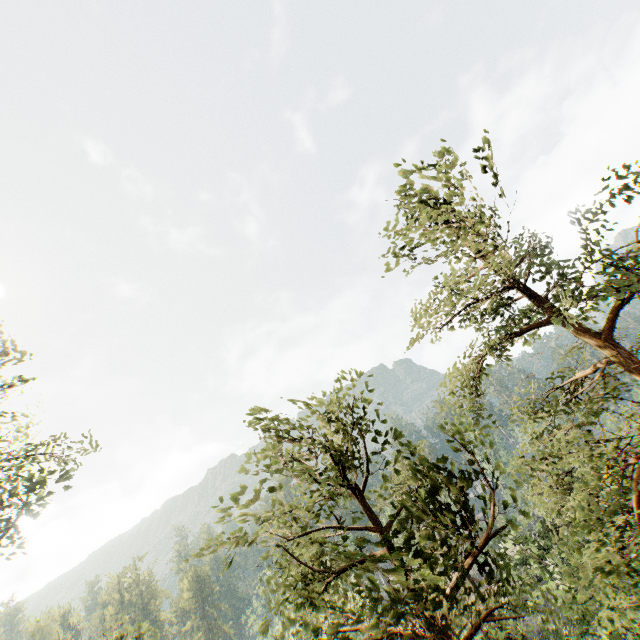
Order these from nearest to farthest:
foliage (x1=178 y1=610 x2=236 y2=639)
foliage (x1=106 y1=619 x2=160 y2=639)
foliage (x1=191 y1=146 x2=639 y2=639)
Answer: foliage (x1=191 y1=146 x2=639 y2=639), foliage (x1=106 y1=619 x2=160 y2=639), foliage (x1=178 y1=610 x2=236 y2=639)

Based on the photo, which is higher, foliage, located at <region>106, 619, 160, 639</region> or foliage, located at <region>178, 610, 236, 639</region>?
foliage, located at <region>106, 619, 160, 639</region>

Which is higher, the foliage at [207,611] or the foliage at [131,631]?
the foliage at [131,631]

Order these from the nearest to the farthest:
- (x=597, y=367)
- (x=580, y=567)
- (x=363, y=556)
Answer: (x=363, y=556)
(x=580, y=567)
(x=597, y=367)

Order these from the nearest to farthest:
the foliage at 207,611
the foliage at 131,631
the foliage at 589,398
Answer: the foliage at 589,398 < the foliage at 131,631 < the foliage at 207,611

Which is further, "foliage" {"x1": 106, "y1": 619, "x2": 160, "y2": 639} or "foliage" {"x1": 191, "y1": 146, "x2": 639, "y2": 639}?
"foliage" {"x1": 106, "y1": 619, "x2": 160, "y2": 639}
